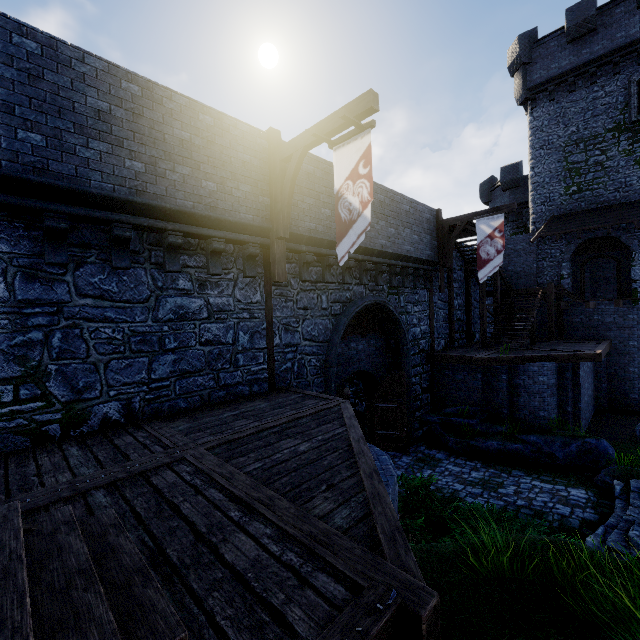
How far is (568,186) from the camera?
20.0m

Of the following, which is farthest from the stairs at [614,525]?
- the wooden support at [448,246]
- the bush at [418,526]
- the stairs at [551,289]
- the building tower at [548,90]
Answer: the building tower at [548,90]

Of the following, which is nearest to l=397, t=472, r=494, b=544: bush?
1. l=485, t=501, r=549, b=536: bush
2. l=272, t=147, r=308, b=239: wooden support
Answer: l=485, t=501, r=549, b=536: bush

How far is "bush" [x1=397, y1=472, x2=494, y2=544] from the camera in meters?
6.4 m

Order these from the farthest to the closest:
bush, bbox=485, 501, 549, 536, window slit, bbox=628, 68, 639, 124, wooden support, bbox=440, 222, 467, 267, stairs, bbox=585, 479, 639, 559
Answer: window slit, bbox=628, 68, 639, 124, wooden support, bbox=440, 222, 467, 267, stairs, bbox=585, 479, 639, 559, bush, bbox=485, 501, 549, 536

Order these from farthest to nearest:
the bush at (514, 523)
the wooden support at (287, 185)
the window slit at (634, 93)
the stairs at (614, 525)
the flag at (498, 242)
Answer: the window slit at (634, 93)
the flag at (498, 242)
the wooden support at (287, 185)
the stairs at (614, 525)
the bush at (514, 523)

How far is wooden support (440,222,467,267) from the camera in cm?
1478

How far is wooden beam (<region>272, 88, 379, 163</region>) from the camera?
6.2 meters
